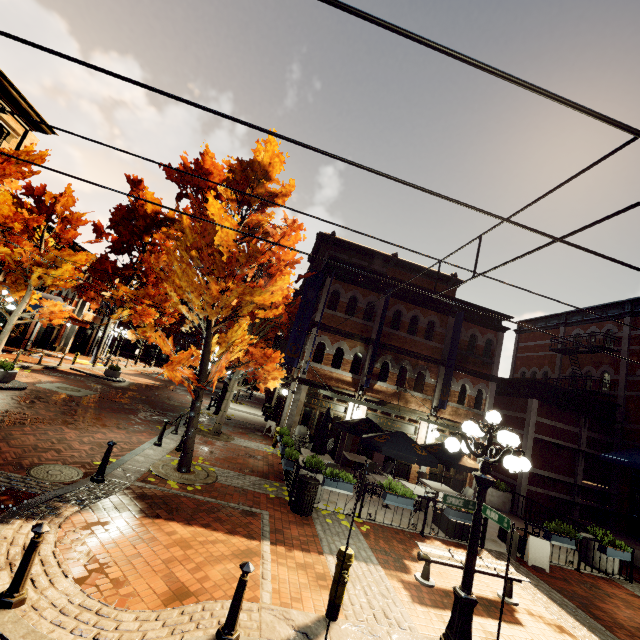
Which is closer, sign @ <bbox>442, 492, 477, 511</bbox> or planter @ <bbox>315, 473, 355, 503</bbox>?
sign @ <bbox>442, 492, 477, 511</bbox>

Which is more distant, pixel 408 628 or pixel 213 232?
pixel 213 232

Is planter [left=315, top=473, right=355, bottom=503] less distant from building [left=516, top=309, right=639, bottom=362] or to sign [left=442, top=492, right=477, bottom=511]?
sign [left=442, top=492, right=477, bottom=511]

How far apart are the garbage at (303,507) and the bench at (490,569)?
2.59m

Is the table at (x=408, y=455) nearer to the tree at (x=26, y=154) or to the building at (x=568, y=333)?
the building at (x=568, y=333)

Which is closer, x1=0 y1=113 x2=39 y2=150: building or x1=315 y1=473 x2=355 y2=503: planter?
x1=315 y1=473 x2=355 y2=503: planter

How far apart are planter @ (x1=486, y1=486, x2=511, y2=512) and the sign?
12.57m

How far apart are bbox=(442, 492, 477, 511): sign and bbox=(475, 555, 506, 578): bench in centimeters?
227cm
